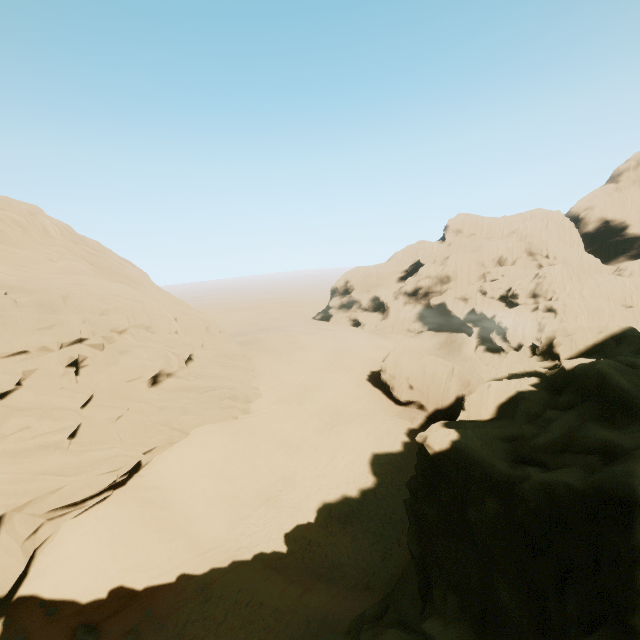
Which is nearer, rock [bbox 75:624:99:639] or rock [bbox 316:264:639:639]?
rock [bbox 316:264:639:639]

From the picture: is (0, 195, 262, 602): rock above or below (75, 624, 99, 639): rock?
above

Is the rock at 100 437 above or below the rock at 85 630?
above

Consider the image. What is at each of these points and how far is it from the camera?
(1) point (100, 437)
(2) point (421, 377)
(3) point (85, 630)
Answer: (1) rock, 16.9m
(2) rock, 33.4m
(3) rock, 11.7m

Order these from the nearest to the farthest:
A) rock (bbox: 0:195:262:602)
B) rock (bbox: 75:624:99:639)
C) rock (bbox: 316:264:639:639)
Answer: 1. rock (bbox: 316:264:639:639)
2. rock (bbox: 75:624:99:639)
3. rock (bbox: 0:195:262:602)

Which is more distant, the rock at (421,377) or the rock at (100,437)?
the rock at (100,437)
